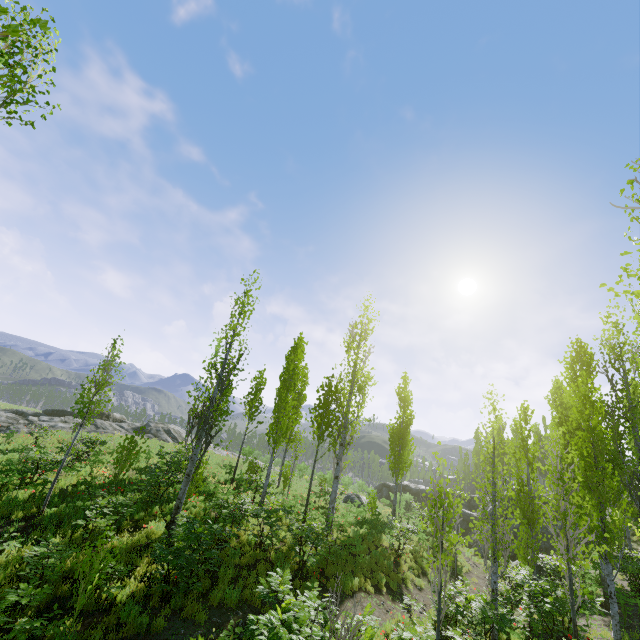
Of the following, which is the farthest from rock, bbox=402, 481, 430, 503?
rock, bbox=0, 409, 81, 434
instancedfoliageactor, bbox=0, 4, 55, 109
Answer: rock, bbox=0, 409, 81, 434

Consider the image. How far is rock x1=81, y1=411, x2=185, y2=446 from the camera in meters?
28.7 m

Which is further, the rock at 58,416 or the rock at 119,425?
the rock at 119,425

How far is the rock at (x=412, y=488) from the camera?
38.5m

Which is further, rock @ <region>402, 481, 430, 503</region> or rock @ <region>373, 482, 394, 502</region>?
rock @ <region>373, 482, 394, 502</region>

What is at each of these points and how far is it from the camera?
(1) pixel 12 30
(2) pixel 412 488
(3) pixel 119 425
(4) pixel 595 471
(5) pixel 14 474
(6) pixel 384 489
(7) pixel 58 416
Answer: (1) instancedfoliageactor, 1.4m
(2) rock, 40.3m
(3) rock, 32.1m
(4) instancedfoliageactor, 9.8m
(5) instancedfoliageactor, 11.4m
(6) rock, 43.0m
(7) rock, 33.6m
